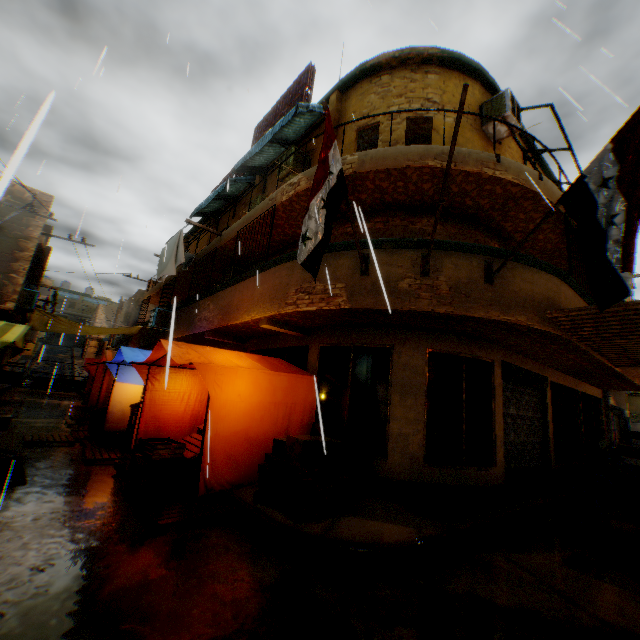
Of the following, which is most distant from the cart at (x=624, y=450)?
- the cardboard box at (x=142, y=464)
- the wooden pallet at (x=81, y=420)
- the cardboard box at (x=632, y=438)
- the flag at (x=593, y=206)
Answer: the wooden pallet at (x=81, y=420)

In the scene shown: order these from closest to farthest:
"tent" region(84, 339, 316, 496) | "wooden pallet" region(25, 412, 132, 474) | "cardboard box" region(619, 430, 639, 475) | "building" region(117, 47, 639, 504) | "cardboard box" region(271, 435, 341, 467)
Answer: "cardboard box" region(271, 435, 341, 467) < "tent" region(84, 339, 316, 496) < "building" region(117, 47, 639, 504) < "wooden pallet" region(25, 412, 132, 474) < "cardboard box" region(619, 430, 639, 475)

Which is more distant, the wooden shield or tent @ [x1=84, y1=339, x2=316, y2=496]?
the wooden shield

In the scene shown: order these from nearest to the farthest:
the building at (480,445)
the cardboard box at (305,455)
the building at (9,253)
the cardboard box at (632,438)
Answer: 1. the cardboard box at (305,455)
2. the building at (480,445)
3. the cardboard box at (632,438)
4. the building at (9,253)

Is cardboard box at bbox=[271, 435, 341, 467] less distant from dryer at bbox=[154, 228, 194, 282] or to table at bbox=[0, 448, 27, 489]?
dryer at bbox=[154, 228, 194, 282]

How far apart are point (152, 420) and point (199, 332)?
4.1 meters

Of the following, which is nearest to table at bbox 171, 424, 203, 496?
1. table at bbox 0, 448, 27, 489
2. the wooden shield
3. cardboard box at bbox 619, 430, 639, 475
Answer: table at bbox 0, 448, 27, 489

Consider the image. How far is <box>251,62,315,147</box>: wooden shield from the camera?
12.3 meters
